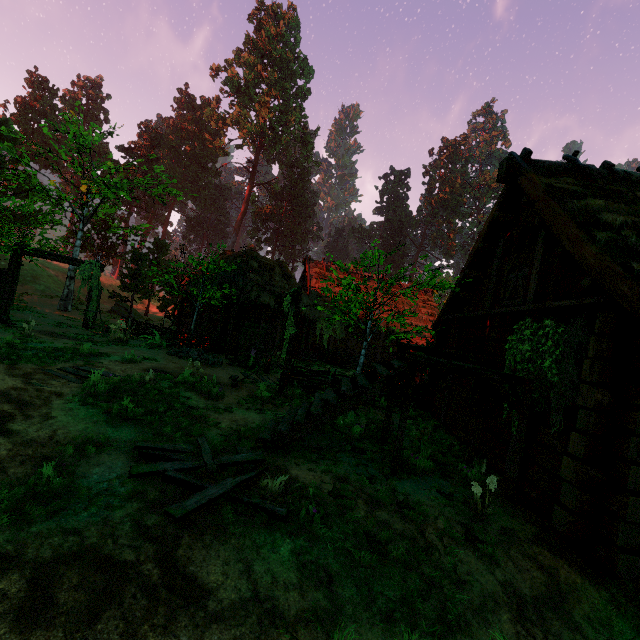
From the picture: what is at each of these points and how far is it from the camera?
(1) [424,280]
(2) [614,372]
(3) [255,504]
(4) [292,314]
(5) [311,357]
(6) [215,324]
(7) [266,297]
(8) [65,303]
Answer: (1) treerock, 35.6m
(2) building, 4.5m
(3) wooden plank pile, 4.1m
(4) fence arch, 11.2m
(5) wooden basin, 20.9m
(6) building, 18.5m
(7) building, 18.6m
(8) treerock, 22.9m

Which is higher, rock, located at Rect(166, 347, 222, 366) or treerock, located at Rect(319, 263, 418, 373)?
treerock, located at Rect(319, 263, 418, 373)

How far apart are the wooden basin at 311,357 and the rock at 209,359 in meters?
6.6

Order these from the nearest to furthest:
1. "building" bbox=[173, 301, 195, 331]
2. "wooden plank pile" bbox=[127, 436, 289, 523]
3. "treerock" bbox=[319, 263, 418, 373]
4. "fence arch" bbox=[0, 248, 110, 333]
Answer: "wooden plank pile" bbox=[127, 436, 289, 523]
"treerock" bbox=[319, 263, 418, 373]
"fence arch" bbox=[0, 248, 110, 333]
"building" bbox=[173, 301, 195, 331]

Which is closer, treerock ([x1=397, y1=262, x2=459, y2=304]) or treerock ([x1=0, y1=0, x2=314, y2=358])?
treerock ([x1=397, y1=262, x2=459, y2=304])

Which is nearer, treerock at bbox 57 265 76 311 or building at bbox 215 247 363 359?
building at bbox 215 247 363 359

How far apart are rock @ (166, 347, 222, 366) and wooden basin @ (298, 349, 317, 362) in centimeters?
662cm

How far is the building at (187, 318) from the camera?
20.44m
